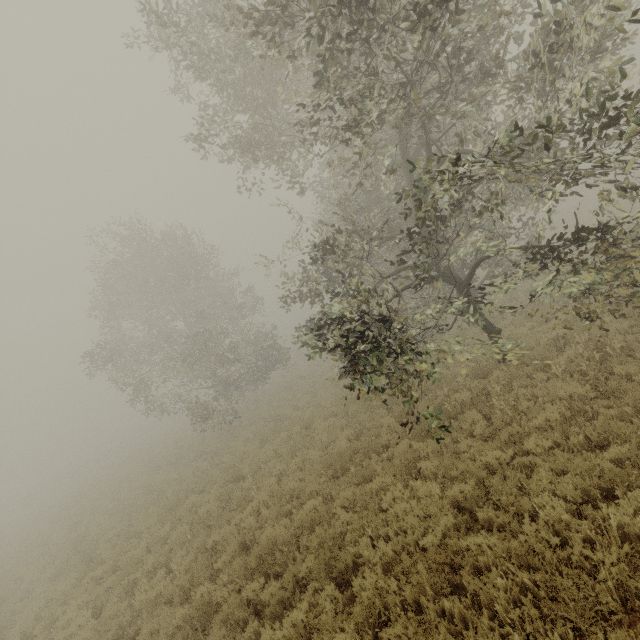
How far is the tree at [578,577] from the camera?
3.80m

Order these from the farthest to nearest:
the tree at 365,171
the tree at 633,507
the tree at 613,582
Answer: the tree at 365,171 → the tree at 633,507 → the tree at 613,582

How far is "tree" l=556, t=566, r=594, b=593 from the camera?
3.8 meters

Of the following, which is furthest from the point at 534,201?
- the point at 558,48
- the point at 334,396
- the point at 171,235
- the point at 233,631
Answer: the point at 171,235

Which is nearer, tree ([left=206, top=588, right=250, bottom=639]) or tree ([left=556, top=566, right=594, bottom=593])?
tree ([left=556, top=566, right=594, bottom=593])

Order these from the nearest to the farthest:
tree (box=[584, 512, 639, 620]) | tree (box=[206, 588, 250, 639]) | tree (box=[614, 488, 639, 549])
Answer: tree (box=[584, 512, 639, 620]) → tree (box=[614, 488, 639, 549]) → tree (box=[206, 588, 250, 639])
